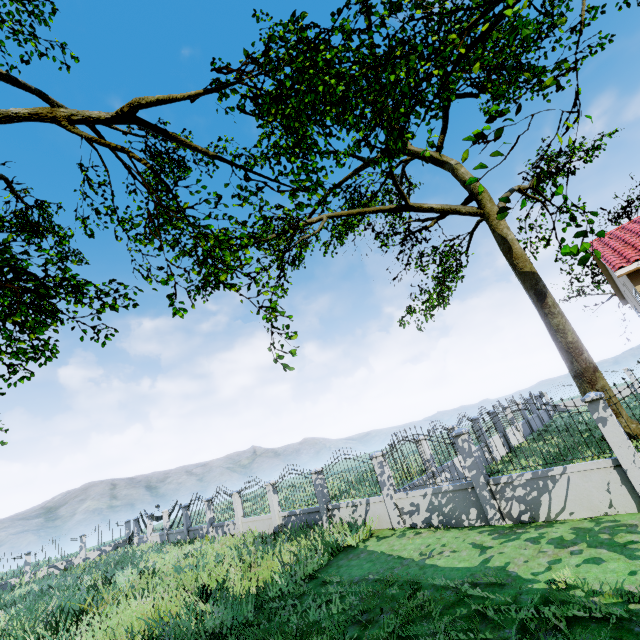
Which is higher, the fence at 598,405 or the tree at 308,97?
the tree at 308,97

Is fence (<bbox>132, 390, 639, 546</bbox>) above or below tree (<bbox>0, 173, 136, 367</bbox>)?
below

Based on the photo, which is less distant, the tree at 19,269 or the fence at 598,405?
the fence at 598,405

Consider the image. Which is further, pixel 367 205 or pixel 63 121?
pixel 367 205

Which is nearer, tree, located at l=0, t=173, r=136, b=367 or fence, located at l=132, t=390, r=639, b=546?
fence, located at l=132, t=390, r=639, b=546

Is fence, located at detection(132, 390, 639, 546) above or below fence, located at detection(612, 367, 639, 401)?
below
